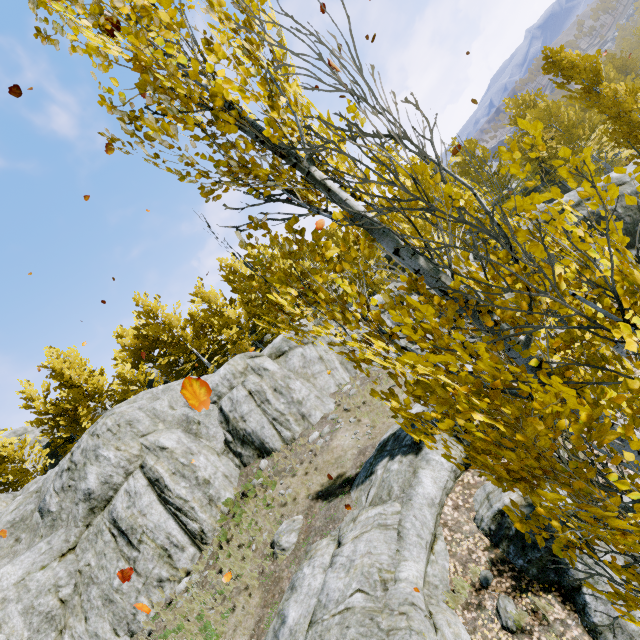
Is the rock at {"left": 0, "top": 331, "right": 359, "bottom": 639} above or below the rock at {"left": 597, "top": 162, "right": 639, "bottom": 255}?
above

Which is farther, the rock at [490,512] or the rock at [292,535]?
the rock at [292,535]

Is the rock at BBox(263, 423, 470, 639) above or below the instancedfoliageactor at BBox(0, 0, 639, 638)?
below

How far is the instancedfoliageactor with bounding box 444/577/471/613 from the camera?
6.5m

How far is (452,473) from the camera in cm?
856

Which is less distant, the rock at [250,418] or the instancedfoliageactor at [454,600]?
the instancedfoliageactor at [454,600]

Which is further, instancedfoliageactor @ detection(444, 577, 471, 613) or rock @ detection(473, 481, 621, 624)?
instancedfoliageactor @ detection(444, 577, 471, 613)
